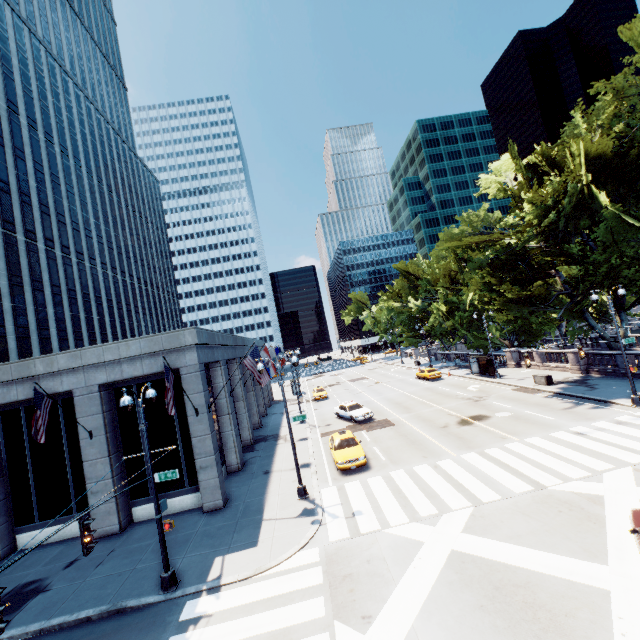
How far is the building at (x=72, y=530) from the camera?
17.19m

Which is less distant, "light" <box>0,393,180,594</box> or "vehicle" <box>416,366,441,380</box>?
"light" <box>0,393,180,594</box>

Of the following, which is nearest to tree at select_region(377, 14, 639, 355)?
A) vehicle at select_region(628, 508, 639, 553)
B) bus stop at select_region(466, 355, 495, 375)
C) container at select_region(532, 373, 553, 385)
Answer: bus stop at select_region(466, 355, 495, 375)

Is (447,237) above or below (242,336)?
above

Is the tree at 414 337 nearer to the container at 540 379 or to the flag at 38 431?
the container at 540 379

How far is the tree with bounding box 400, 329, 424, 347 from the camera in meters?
58.2 m

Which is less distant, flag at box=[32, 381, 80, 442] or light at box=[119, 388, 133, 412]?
light at box=[119, 388, 133, 412]

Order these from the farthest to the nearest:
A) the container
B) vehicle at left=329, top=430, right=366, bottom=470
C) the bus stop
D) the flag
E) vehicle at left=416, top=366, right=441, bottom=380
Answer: vehicle at left=416, top=366, right=441, bottom=380, the bus stop, the container, vehicle at left=329, top=430, right=366, bottom=470, the flag
